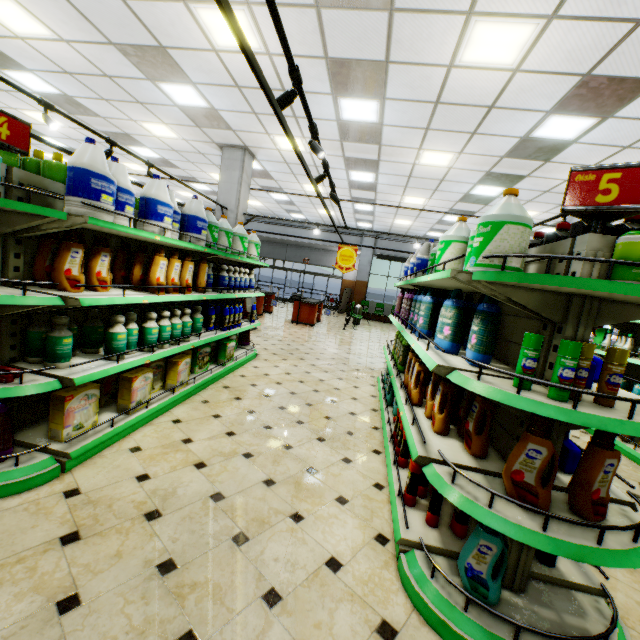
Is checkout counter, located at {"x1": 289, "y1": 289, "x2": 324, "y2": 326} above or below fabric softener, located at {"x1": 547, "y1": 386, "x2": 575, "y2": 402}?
below

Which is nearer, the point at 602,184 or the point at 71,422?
the point at 602,184

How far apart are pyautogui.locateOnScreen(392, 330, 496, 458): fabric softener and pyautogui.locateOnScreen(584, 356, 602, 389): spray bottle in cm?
70

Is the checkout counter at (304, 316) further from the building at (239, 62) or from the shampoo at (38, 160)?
the shampoo at (38, 160)

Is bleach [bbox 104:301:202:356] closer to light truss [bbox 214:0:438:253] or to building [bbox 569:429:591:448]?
building [bbox 569:429:591:448]

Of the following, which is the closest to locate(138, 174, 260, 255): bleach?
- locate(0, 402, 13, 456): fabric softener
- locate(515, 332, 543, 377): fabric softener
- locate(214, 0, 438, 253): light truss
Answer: locate(214, 0, 438, 253): light truss

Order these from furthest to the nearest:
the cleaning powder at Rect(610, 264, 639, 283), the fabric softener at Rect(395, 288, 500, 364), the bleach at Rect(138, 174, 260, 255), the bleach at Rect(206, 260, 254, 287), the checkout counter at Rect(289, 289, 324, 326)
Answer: the checkout counter at Rect(289, 289, 324, 326)
the bleach at Rect(206, 260, 254, 287)
the bleach at Rect(138, 174, 260, 255)
the fabric softener at Rect(395, 288, 500, 364)
the cleaning powder at Rect(610, 264, 639, 283)

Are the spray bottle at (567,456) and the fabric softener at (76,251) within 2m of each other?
no
